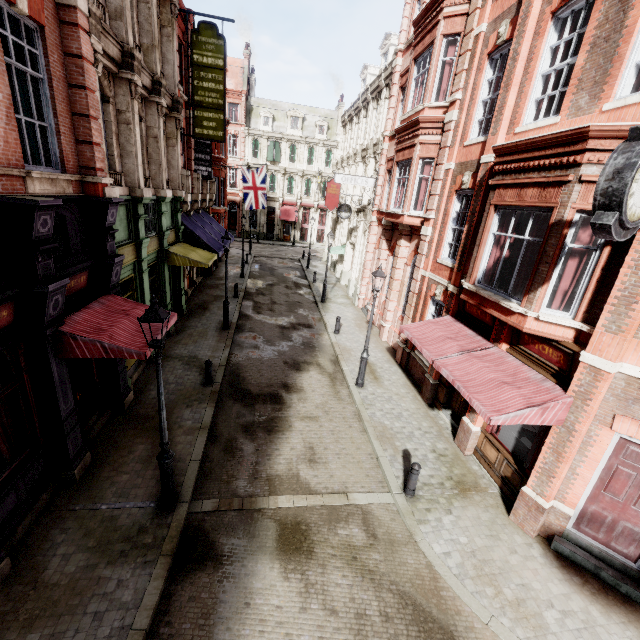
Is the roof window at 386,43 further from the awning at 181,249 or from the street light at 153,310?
the street light at 153,310

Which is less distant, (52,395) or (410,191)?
(52,395)

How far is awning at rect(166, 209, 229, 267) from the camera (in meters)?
14.12

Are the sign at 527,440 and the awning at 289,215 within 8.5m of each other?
no

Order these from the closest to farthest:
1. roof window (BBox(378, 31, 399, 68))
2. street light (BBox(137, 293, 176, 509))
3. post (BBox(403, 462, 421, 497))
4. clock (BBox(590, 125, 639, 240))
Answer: clock (BBox(590, 125, 639, 240)), street light (BBox(137, 293, 176, 509)), post (BBox(403, 462, 421, 497)), roof window (BBox(378, 31, 399, 68))

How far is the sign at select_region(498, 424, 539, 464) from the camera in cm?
789

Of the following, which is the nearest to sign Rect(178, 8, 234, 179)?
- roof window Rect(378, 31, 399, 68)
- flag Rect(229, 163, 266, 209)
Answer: flag Rect(229, 163, 266, 209)

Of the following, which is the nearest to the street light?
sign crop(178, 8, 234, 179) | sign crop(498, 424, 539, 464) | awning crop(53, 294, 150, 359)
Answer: awning crop(53, 294, 150, 359)
